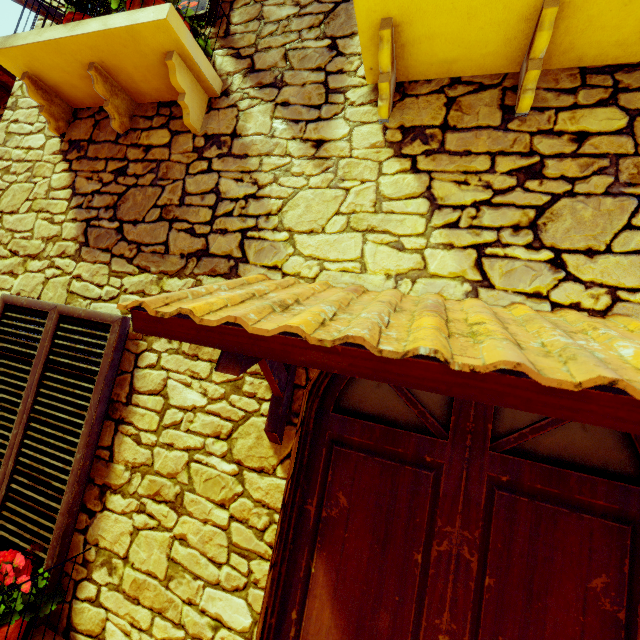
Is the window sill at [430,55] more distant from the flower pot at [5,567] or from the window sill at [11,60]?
the flower pot at [5,567]

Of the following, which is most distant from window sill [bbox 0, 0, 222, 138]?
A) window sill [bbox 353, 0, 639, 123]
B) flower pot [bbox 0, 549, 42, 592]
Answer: flower pot [bbox 0, 549, 42, 592]

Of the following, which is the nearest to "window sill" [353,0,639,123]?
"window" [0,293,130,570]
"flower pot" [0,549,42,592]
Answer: "window" [0,293,130,570]

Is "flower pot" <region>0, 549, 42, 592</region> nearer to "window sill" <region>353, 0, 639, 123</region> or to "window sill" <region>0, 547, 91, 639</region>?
"window sill" <region>0, 547, 91, 639</region>

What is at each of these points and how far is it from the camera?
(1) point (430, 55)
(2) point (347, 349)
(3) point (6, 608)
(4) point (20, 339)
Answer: (1) window sill, 1.58m
(2) door eaves, 0.83m
(3) flower pot, 1.55m
(4) window, 2.20m

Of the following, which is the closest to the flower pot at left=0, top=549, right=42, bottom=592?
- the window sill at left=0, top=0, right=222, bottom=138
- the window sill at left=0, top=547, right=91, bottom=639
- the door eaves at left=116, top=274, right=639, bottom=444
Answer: the window sill at left=0, top=547, right=91, bottom=639

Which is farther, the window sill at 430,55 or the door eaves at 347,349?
the window sill at 430,55

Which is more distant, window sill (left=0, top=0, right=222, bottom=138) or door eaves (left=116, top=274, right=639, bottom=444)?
window sill (left=0, top=0, right=222, bottom=138)
